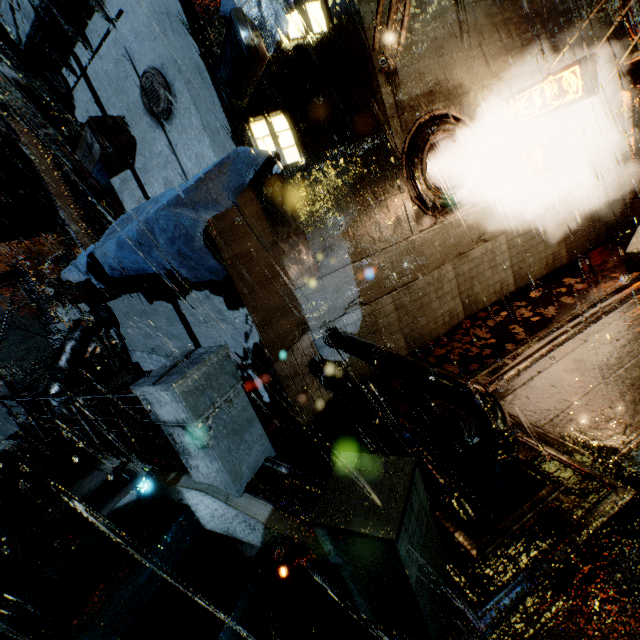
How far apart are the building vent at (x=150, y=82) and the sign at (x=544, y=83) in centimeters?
835cm

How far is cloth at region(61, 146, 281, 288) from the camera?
4.81m

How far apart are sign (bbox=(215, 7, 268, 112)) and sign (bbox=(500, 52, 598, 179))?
6.82m

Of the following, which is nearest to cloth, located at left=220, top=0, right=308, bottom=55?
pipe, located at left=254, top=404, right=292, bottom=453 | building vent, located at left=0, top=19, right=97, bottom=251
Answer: building vent, located at left=0, top=19, right=97, bottom=251

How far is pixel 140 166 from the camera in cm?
827

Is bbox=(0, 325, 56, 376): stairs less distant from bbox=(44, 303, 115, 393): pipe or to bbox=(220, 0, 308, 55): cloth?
bbox=(44, 303, 115, 393): pipe

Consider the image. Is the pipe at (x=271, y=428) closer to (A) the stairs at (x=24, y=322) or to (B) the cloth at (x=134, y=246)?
(B) the cloth at (x=134, y=246)

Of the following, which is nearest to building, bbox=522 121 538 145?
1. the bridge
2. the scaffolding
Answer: the bridge
